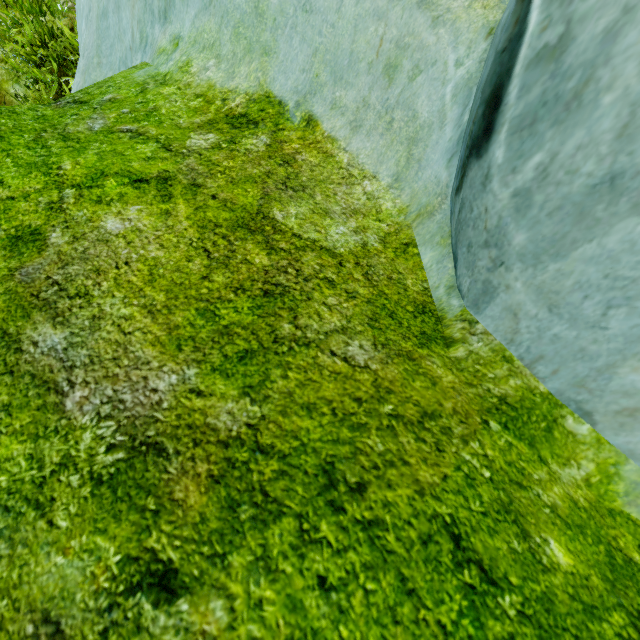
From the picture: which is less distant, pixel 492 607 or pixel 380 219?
pixel 492 607
